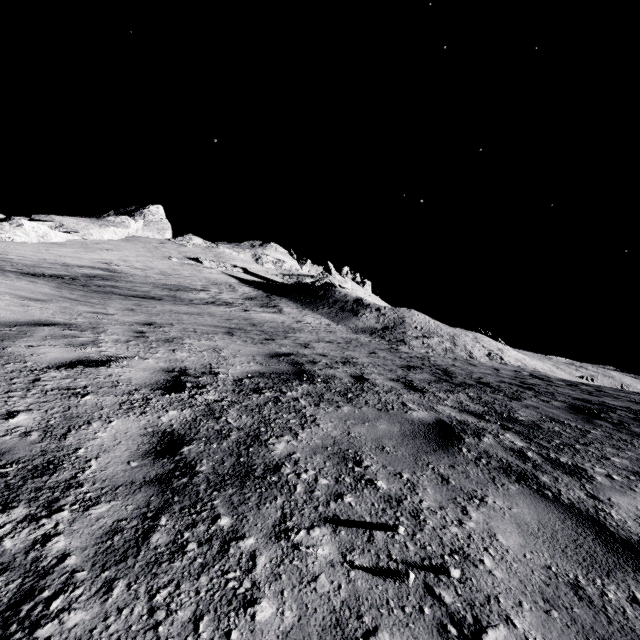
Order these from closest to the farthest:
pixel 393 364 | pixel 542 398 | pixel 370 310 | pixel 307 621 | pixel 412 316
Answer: pixel 307 621
pixel 542 398
pixel 393 364
pixel 370 310
pixel 412 316
